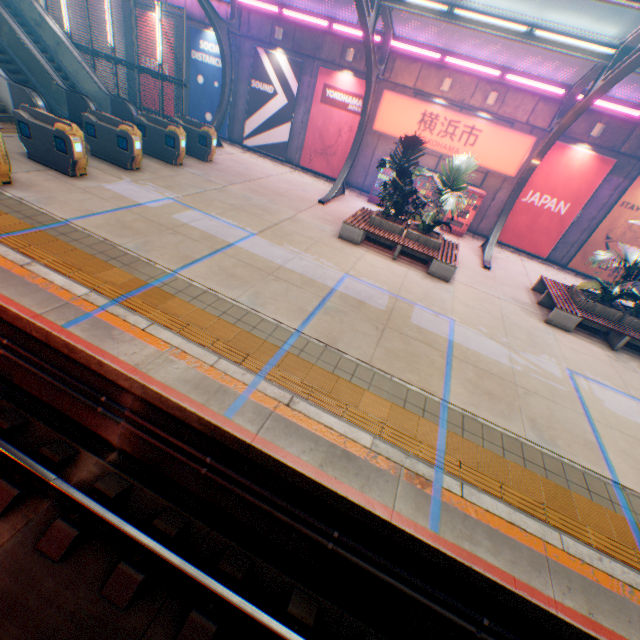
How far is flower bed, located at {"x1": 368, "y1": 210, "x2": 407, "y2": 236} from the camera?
10.8 meters

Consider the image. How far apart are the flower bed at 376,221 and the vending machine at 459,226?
4.3 meters

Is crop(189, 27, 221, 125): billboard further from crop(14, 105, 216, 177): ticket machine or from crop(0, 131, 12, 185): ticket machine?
crop(0, 131, 12, 185): ticket machine

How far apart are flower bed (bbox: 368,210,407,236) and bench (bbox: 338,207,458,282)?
0.0 meters

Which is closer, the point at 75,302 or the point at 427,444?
the point at 427,444

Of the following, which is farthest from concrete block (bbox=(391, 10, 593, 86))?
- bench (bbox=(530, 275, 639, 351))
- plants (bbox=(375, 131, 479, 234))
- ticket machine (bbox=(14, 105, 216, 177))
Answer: ticket machine (bbox=(14, 105, 216, 177))

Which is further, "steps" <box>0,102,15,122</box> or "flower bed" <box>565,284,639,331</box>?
"steps" <box>0,102,15,122</box>

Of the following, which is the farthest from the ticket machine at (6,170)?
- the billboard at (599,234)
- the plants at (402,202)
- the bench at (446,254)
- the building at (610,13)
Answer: the building at (610,13)
